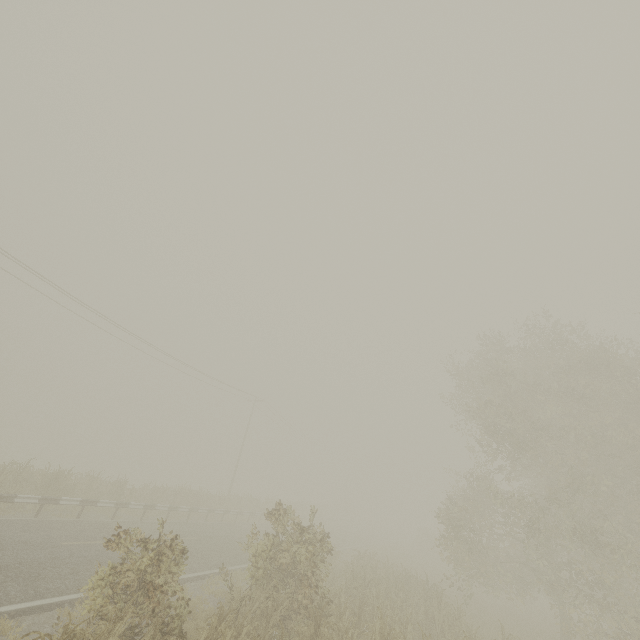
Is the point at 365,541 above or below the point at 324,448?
below
